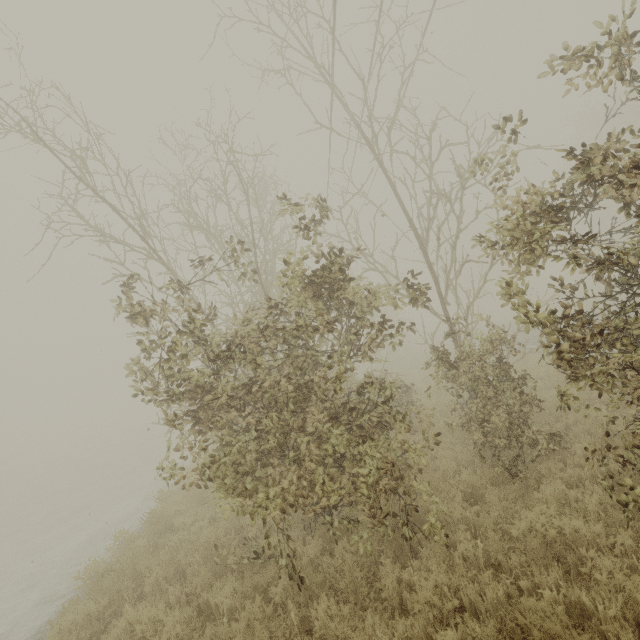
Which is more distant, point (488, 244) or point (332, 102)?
point (332, 102)

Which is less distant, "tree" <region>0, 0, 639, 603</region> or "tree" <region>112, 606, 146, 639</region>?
"tree" <region>0, 0, 639, 603</region>

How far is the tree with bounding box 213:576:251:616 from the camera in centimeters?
499cm

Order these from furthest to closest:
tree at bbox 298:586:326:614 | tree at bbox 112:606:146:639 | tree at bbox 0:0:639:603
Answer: tree at bbox 112:606:146:639 < tree at bbox 298:586:326:614 < tree at bbox 0:0:639:603

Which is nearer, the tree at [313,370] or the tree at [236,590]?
the tree at [313,370]

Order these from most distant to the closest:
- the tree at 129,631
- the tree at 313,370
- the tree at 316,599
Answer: the tree at 129,631
the tree at 316,599
the tree at 313,370

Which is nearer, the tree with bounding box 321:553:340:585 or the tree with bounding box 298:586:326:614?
the tree with bounding box 298:586:326:614
